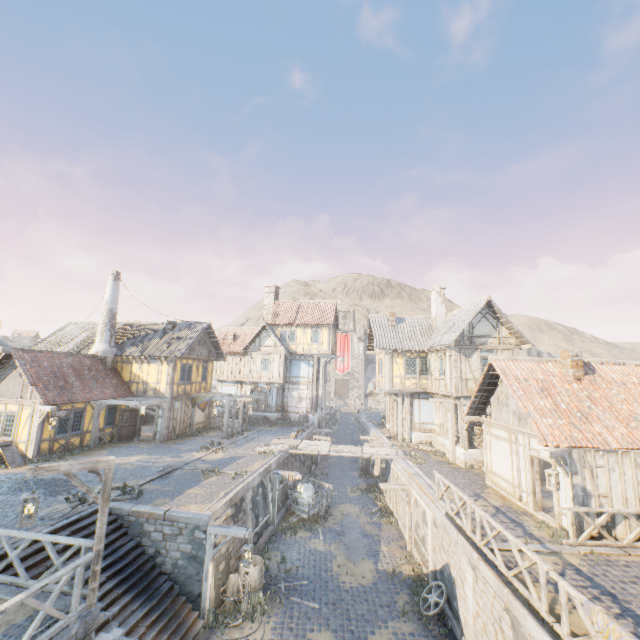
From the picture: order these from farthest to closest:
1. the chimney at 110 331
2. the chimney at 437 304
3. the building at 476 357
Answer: the chimney at 437 304 < the chimney at 110 331 < the building at 476 357

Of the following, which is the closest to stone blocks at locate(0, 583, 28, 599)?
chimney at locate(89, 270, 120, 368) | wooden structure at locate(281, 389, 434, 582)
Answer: wooden structure at locate(281, 389, 434, 582)

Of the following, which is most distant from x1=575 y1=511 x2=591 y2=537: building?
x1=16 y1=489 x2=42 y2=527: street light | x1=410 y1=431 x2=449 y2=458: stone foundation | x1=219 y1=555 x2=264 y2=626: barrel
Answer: x1=16 y1=489 x2=42 y2=527: street light

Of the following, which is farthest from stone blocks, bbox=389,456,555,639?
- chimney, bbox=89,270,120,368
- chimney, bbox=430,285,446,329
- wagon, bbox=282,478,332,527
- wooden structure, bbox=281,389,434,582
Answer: chimney, bbox=430,285,446,329

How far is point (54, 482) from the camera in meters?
13.9

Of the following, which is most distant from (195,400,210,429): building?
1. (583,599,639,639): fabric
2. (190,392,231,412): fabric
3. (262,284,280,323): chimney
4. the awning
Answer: (583,599,639,639): fabric

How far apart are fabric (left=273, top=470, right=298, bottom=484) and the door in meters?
11.5 m

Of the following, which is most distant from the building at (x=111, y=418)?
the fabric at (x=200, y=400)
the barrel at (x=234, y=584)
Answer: the barrel at (x=234, y=584)
